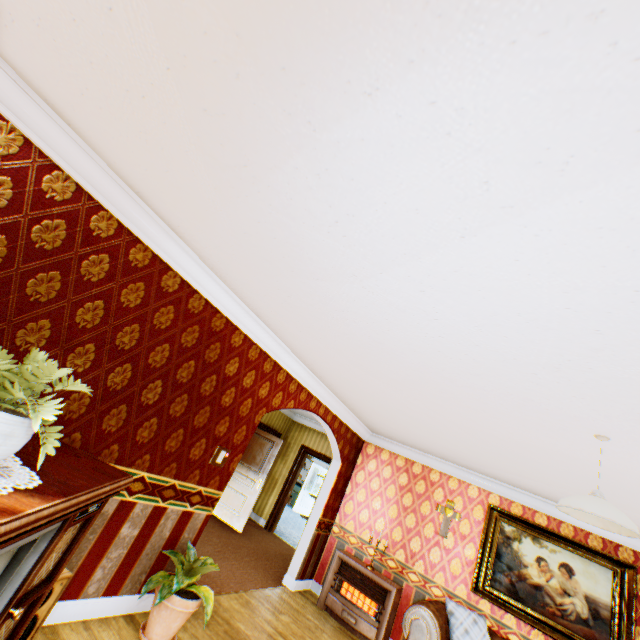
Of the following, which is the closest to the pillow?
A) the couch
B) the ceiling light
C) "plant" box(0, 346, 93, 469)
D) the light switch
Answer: the couch

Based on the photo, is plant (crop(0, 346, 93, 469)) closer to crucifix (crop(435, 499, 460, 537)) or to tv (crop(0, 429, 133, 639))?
tv (crop(0, 429, 133, 639))

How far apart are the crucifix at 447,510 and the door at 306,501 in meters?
9.5 m

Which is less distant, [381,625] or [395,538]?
[381,625]

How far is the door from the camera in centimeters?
1426cm

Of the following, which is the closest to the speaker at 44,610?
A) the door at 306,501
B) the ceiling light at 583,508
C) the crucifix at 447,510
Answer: the ceiling light at 583,508

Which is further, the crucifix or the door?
the door

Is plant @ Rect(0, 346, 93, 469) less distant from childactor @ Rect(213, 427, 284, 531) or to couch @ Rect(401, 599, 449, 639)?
couch @ Rect(401, 599, 449, 639)
